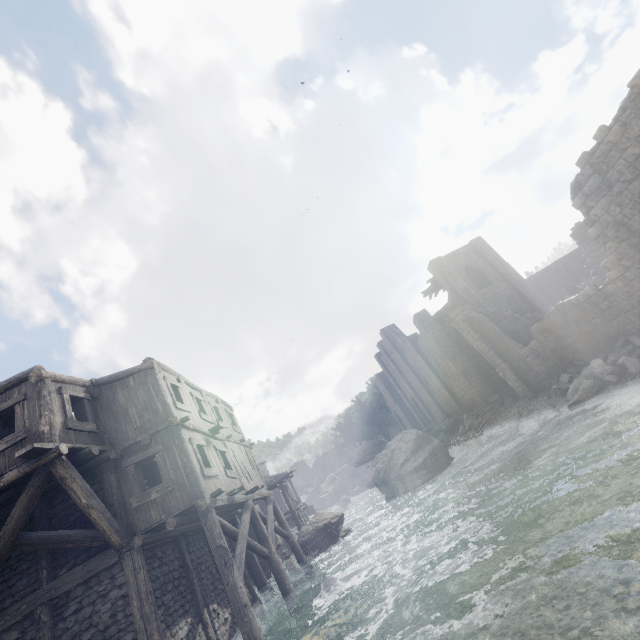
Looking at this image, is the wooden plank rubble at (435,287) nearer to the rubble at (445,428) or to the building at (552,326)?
the building at (552,326)

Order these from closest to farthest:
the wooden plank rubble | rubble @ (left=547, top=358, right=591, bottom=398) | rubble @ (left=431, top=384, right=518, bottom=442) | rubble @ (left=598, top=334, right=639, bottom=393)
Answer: rubble @ (left=598, top=334, right=639, bottom=393), rubble @ (left=547, top=358, right=591, bottom=398), rubble @ (left=431, top=384, right=518, bottom=442), the wooden plank rubble

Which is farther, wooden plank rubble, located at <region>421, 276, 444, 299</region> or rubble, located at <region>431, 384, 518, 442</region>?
wooden plank rubble, located at <region>421, 276, 444, 299</region>

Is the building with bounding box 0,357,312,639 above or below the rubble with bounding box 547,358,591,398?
above

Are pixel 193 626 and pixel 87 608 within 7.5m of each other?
yes

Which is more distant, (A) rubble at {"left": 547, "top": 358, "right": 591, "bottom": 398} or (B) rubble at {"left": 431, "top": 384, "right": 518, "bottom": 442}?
(B) rubble at {"left": 431, "top": 384, "right": 518, "bottom": 442}

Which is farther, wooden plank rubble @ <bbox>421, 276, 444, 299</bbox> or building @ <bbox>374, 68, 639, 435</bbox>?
wooden plank rubble @ <bbox>421, 276, 444, 299</bbox>

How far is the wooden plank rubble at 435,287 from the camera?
32.41m
